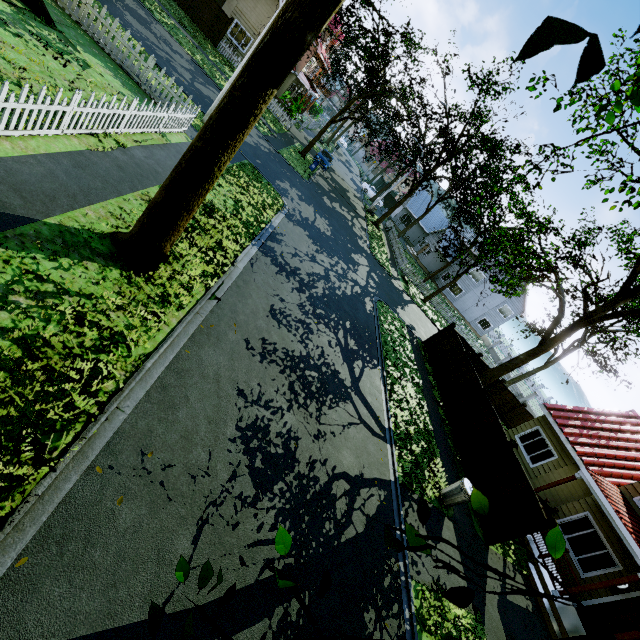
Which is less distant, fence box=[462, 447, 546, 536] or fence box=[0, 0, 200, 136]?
fence box=[0, 0, 200, 136]

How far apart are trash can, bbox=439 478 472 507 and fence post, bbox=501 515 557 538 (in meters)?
1.86

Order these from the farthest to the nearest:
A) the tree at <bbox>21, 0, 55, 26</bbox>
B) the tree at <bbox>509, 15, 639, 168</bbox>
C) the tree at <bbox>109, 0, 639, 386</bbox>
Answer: the tree at <bbox>21, 0, 55, 26</bbox> < the tree at <bbox>109, 0, 639, 386</bbox> < the tree at <bbox>509, 15, 639, 168</bbox>

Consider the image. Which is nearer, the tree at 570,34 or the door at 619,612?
the tree at 570,34

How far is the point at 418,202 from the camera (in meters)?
48.75

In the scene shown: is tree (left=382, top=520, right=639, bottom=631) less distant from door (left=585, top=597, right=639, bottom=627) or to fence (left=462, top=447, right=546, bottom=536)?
fence (left=462, top=447, right=546, bottom=536)

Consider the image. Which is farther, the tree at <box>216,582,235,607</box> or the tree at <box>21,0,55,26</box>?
the tree at <box>21,0,55,26</box>

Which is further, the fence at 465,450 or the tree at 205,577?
the fence at 465,450
